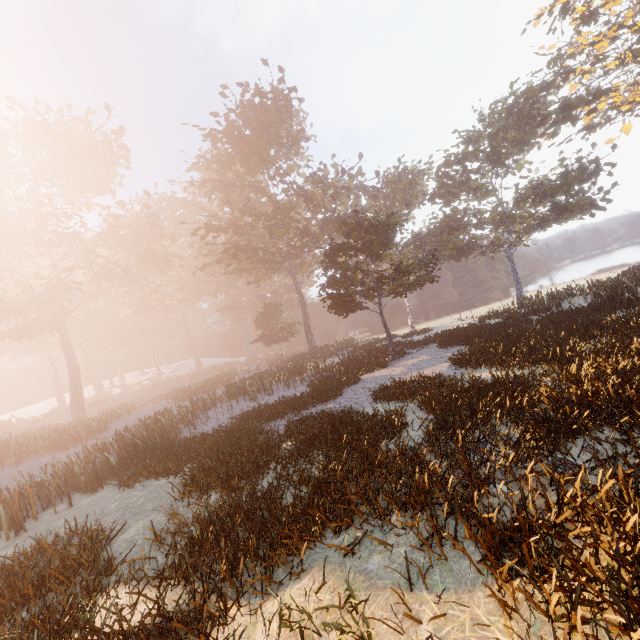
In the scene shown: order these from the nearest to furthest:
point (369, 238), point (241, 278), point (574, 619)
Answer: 1. point (574, 619)
2. point (369, 238)
3. point (241, 278)
